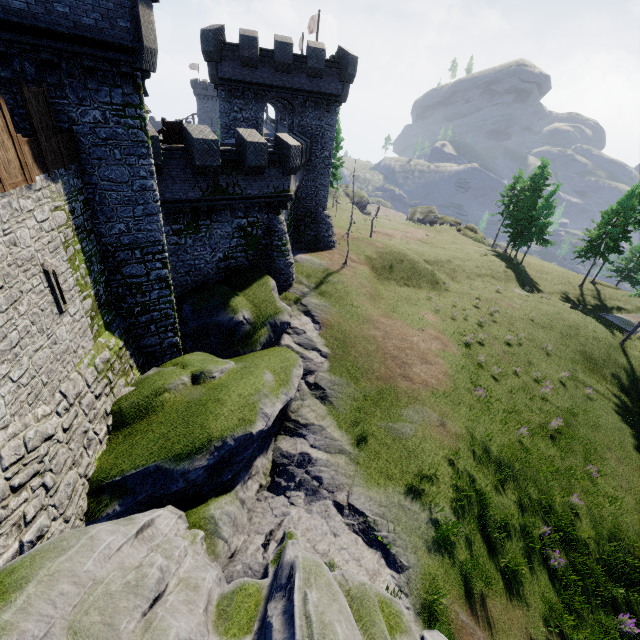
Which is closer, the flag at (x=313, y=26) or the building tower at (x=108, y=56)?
the building tower at (x=108, y=56)

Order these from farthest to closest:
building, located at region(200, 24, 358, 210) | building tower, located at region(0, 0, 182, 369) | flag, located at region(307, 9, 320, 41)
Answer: flag, located at region(307, 9, 320, 41) → building, located at region(200, 24, 358, 210) → building tower, located at region(0, 0, 182, 369)

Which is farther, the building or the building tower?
the building

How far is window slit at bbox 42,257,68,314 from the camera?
8.9 meters

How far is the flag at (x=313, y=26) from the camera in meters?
31.2 m

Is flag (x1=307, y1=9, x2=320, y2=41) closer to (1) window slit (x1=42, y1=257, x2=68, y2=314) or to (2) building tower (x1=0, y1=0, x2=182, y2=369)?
(2) building tower (x1=0, y1=0, x2=182, y2=369)

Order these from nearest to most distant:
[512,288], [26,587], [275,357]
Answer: [26,587] < [275,357] < [512,288]
